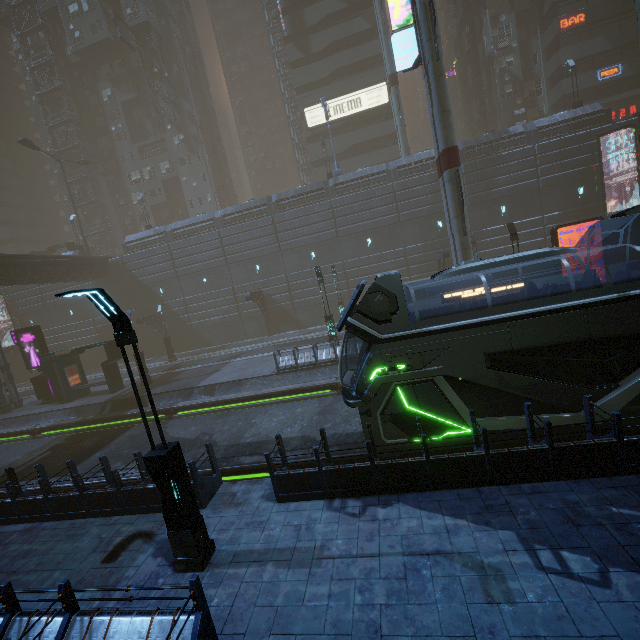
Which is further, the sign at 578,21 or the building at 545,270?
the sign at 578,21

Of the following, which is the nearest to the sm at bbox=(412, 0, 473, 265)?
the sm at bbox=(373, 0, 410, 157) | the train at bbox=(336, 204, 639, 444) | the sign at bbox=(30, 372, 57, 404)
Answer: the train at bbox=(336, 204, 639, 444)

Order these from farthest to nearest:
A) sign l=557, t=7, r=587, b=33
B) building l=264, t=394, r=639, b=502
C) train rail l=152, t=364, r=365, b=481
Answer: sign l=557, t=7, r=587, b=33 < train rail l=152, t=364, r=365, b=481 < building l=264, t=394, r=639, b=502

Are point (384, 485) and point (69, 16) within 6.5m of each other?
no

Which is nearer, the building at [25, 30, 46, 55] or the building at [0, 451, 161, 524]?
the building at [0, 451, 161, 524]

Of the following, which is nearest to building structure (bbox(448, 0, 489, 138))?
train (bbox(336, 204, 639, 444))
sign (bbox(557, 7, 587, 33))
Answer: sign (bbox(557, 7, 587, 33))

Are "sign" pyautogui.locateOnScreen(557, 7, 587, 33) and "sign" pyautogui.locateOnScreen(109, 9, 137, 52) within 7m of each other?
no

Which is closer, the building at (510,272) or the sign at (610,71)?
the building at (510,272)
